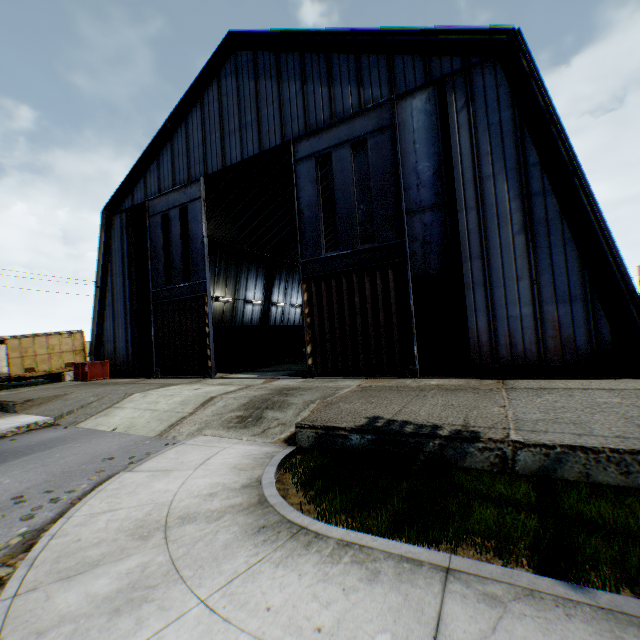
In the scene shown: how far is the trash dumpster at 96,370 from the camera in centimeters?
1922cm

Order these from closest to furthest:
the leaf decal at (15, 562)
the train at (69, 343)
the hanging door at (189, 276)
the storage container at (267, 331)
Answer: the leaf decal at (15, 562), the hanging door at (189, 276), the storage container at (267, 331), the train at (69, 343)

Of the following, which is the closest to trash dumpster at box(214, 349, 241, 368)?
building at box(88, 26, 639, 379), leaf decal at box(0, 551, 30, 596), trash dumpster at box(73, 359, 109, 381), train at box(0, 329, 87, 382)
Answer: building at box(88, 26, 639, 379)

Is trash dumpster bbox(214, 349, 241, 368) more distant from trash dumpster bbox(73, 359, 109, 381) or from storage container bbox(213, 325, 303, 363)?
trash dumpster bbox(73, 359, 109, 381)

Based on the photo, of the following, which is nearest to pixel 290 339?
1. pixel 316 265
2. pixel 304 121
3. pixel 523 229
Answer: pixel 316 265

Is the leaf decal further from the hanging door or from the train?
the train

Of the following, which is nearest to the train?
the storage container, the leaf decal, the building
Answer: the building

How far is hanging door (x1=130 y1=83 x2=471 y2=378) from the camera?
11.5 meters
